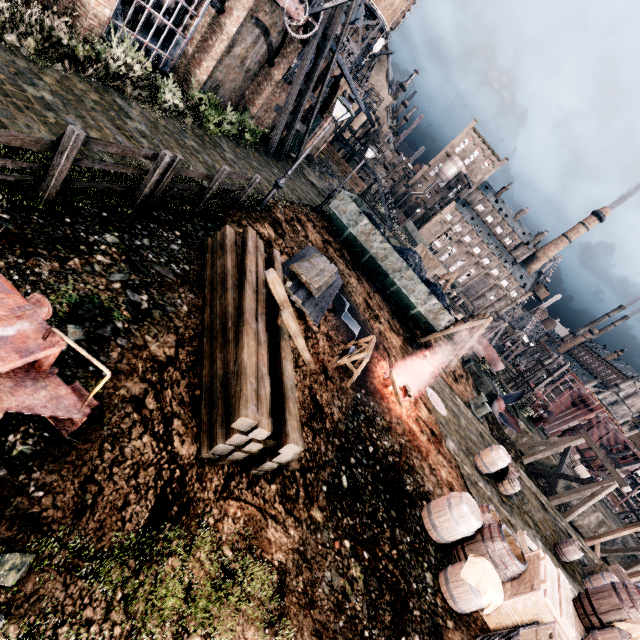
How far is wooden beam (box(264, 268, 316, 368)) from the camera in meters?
6.2

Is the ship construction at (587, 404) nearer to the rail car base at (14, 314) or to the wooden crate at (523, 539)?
the wooden crate at (523, 539)

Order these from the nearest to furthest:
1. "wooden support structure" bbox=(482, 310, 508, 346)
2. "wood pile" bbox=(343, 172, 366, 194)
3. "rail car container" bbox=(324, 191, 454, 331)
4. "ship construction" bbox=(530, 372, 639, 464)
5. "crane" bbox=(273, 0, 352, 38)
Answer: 1. "crane" bbox=(273, 0, 352, 38)
2. "rail car container" bbox=(324, 191, 454, 331)
3. "wooden support structure" bbox=(482, 310, 508, 346)
4. "ship construction" bbox=(530, 372, 639, 464)
5. "wood pile" bbox=(343, 172, 366, 194)

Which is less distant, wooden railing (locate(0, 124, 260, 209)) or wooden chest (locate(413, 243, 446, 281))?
wooden railing (locate(0, 124, 260, 209))

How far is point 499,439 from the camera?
21.42m

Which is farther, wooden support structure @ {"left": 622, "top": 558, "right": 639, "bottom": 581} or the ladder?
wooden support structure @ {"left": 622, "top": 558, "right": 639, "bottom": 581}

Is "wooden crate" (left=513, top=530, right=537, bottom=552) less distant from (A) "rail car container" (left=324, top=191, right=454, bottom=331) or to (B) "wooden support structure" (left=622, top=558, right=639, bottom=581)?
(A) "rail car container" (left=324, top=191, right=454, bottom=331)

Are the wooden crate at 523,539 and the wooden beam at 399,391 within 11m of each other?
yes
